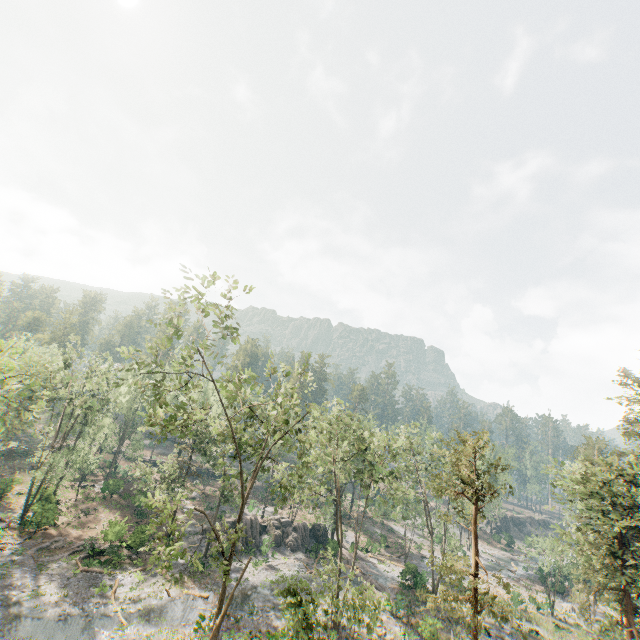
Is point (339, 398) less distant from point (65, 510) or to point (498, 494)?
point (498, 494)

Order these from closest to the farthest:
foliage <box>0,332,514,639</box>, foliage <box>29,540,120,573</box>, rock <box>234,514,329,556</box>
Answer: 1. foliage <box>0,332,514,639</box>
2. foliage <box>29,540,120,573</box>
3. rock <box>234,514,329,556</box>

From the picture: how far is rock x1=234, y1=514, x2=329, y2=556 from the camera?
40.6 meters

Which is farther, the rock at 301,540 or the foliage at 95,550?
the rock at 301,540

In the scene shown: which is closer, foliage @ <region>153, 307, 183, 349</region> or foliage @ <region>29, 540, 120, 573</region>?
foliage @ <region>153, 307, 183, 349</region>

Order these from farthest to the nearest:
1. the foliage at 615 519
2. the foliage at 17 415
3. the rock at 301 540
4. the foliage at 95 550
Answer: the rock at 301 540 → the foliage at 95 550 → the foliage at 615 519 → the foliage at 17 415
